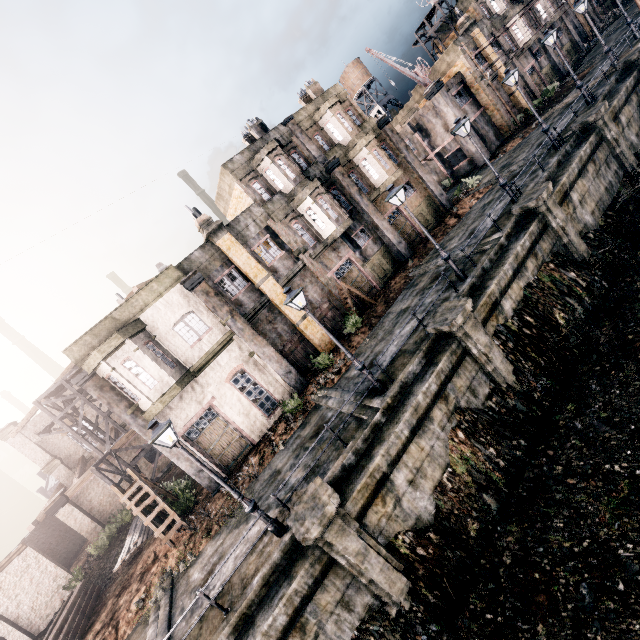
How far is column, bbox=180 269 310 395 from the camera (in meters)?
18.27

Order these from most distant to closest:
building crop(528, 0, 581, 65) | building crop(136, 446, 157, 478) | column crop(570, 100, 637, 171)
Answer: building crop(528, 0, 581, 65)
building crop(136, 446, 157, 478)
column crop(570, 100, 637, 171)

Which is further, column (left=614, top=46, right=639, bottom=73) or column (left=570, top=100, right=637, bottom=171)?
column (left=614, top=46, right=639, bottom=73)

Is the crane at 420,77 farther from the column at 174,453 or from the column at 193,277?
the column at 174,453

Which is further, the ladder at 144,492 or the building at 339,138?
the building at 339,138

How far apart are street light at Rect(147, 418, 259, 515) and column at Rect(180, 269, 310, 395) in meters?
8.8 m

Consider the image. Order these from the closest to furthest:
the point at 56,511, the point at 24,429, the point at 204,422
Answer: the point at 204,422 < the point at 56,511 < the point at 24,429

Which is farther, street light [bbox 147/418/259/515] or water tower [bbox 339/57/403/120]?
water tower [bbox 339/57/403/120]
